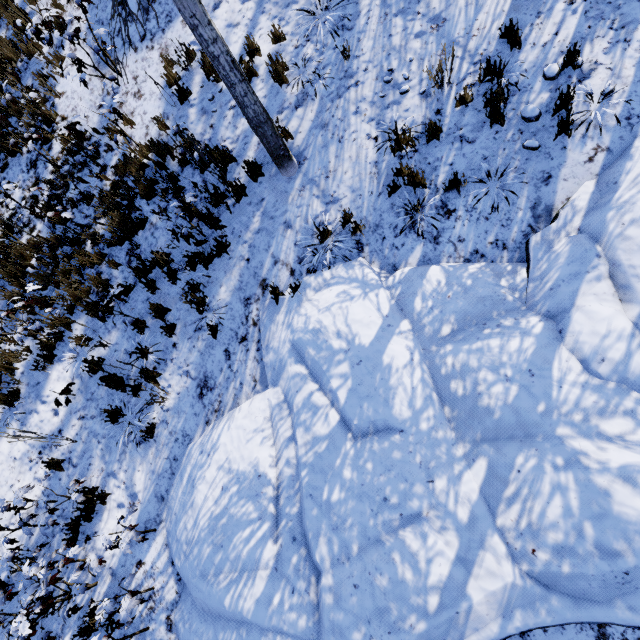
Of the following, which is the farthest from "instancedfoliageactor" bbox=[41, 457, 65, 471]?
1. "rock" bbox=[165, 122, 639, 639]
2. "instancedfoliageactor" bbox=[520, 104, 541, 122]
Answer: "instancedfoliageactor" bbox=[520, 104, 541, 122]

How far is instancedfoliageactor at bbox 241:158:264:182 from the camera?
5.7m

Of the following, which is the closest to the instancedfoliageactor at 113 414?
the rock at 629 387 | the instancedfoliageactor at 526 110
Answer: the rock at 629 387

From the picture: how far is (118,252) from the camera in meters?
6.7

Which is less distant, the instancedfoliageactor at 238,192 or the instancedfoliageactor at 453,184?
the instancedfoliageactor at 453,184

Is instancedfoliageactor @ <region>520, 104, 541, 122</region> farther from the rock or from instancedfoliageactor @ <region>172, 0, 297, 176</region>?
instancedfoliageactor @ <region>172, 0, 297, 176</region>

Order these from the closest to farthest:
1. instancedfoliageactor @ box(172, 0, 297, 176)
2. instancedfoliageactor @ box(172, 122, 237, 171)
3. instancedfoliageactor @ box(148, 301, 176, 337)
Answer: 1. instancedfoliageactor @ box(172, 0, 297, 176)
2. instancedfoliageactor @ box(172, 122, 237, 171)
3. instancedfoliageactor @ box(148, 301, 176, 337)
